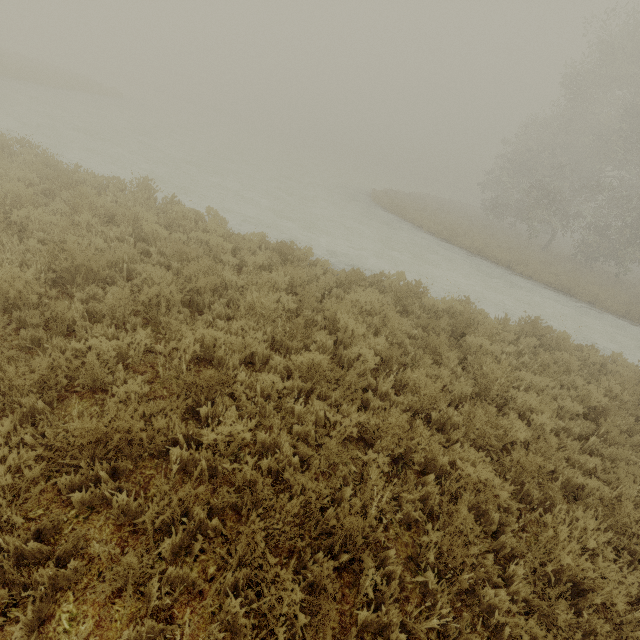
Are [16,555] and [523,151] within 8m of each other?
no
